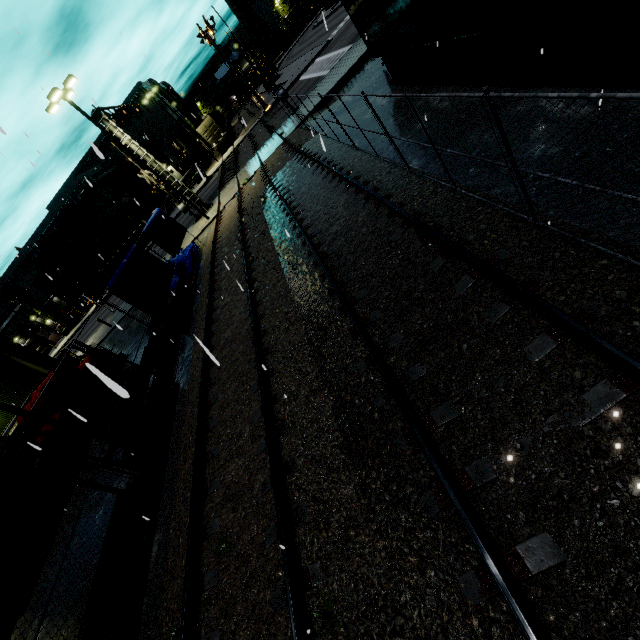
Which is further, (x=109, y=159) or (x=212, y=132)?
(x=109, y=159)

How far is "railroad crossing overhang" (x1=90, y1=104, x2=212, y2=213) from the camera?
20.8 meters

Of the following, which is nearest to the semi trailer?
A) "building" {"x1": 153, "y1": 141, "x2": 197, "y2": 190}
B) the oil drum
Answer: "building" {"x1": 153, "y1": 141, "x2": 197, "y2": 190}

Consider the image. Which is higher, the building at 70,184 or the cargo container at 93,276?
the building at 70,184

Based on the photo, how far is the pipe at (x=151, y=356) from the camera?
11.6 meters

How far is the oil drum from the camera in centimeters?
849cm

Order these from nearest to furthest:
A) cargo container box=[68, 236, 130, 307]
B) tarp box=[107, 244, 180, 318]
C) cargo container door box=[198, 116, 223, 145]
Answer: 1. tarp box=[107, 244, 180, 318]
2. cargo container box=[68, 236, 130, 307]
3. cargo container door box=[198, 116, 223, 145]

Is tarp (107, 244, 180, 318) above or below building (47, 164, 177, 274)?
below
